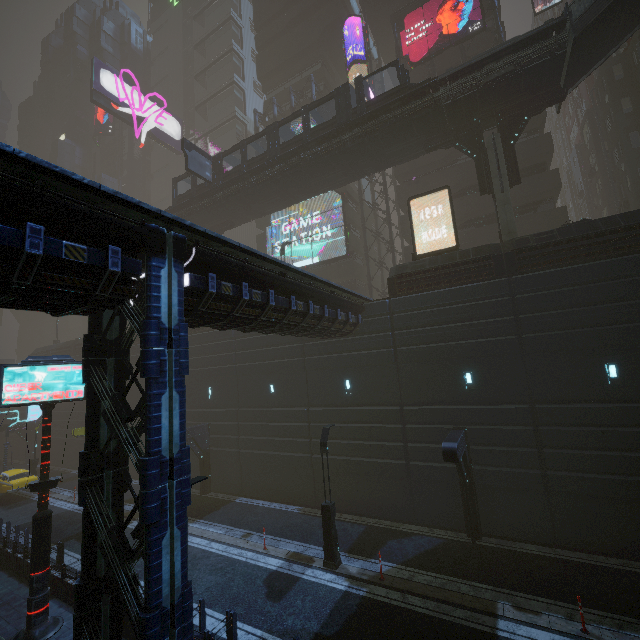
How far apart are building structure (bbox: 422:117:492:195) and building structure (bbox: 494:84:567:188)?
0.7m

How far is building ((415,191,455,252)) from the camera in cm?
2739

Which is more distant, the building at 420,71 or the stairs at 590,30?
the building at 420,71

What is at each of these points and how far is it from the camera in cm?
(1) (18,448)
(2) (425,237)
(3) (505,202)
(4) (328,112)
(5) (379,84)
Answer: (1) building, 4088
(2) building, 2953
(3) sm, 1838
(4) building, 3588
(5) building, 4803

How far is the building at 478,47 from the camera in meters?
28.0

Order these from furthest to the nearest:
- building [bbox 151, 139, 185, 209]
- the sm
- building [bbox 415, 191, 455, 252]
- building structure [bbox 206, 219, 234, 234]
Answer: building [bbox 151, 139, 185, 209], building structure [bbox 206, 219, 234, 234], building [bbox 415, 191, 455, 252], the sm

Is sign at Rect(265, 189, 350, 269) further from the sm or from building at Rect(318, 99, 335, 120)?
the sm
